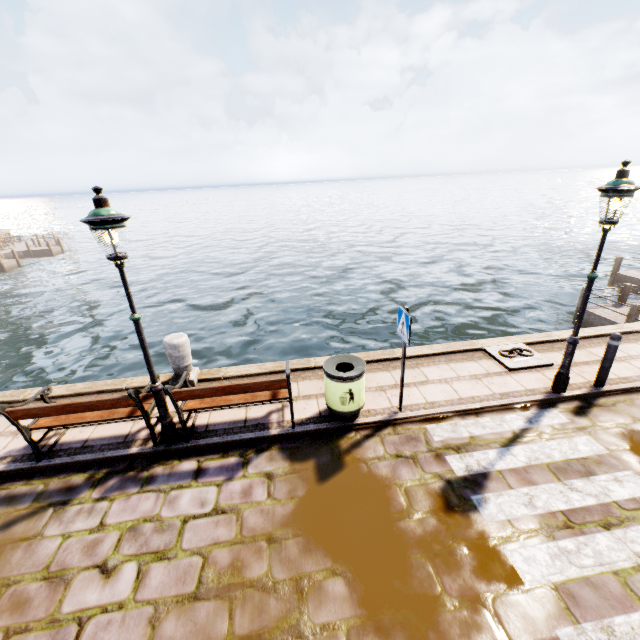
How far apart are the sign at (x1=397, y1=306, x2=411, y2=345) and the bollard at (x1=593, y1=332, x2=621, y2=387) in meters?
3.9 m

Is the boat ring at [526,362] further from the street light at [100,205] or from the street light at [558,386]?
the street light at [100,205]

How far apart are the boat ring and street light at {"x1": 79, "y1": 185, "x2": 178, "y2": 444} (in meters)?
6.55

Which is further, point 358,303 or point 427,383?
point 358,303

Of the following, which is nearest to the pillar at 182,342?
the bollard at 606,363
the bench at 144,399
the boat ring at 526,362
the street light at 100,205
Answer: the bench at 144,399

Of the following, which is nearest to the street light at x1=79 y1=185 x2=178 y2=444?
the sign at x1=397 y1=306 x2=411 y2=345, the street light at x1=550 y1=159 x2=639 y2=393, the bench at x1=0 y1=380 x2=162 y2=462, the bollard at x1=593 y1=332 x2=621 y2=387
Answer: the bench at x1=0 y1=380 x2=162 y2=462

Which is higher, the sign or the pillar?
the sign

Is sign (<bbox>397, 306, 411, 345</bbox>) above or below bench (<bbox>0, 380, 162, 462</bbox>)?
above
